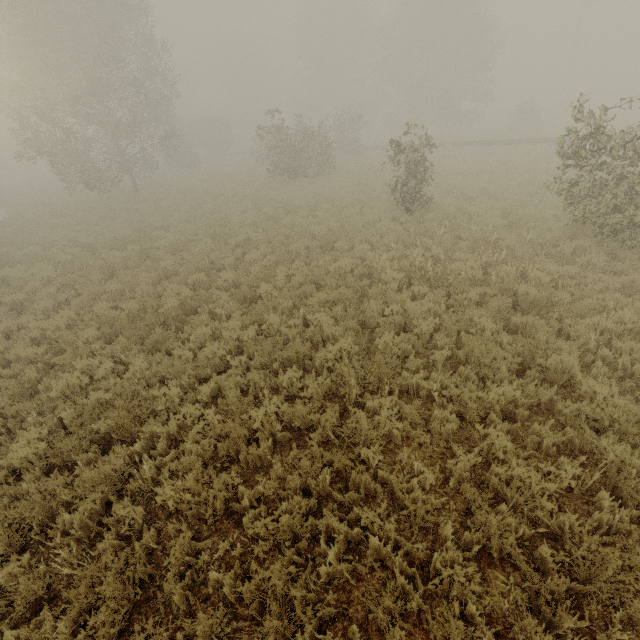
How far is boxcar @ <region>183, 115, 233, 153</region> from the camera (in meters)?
45.66

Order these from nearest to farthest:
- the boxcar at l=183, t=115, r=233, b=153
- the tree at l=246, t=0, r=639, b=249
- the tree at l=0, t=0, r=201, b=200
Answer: the tree at l=246, t=0, r=639, b=249 → the tree at l=0, t=0, r=201, b=200 → the boxcar at l=183, t=115, r=233, b=153

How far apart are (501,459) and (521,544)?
1.02m

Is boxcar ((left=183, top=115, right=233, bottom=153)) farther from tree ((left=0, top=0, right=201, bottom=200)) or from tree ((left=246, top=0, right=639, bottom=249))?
tree ((left=0, top=0, right=201, bottom=200))

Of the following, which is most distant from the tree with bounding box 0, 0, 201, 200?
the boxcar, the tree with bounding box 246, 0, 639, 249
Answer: the boxcar

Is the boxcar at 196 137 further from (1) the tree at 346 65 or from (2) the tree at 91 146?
(2) the tree at 91 146

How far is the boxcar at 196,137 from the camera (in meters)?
45.66
